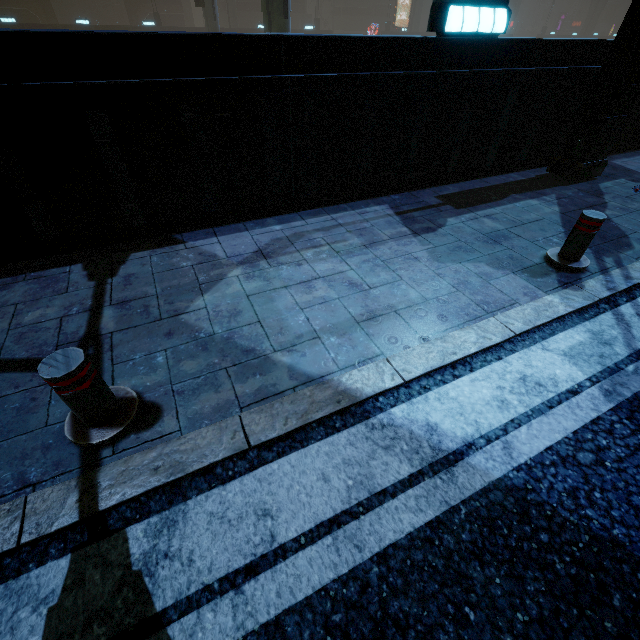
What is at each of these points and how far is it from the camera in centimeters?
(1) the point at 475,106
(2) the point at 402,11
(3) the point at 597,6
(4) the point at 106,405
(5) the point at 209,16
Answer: (1) building, 507cm
(2) building, 5094cm
(3) sm, 5619cm
(4) bollard, 209cm
(5) sm, 2314cm

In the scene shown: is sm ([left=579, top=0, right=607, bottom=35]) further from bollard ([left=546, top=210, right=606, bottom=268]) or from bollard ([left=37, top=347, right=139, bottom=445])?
bollard ([left=37, top=347, right=139, bottom=445])

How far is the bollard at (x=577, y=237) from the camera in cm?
349

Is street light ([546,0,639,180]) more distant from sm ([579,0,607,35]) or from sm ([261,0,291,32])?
sm ([579,0,607,35])

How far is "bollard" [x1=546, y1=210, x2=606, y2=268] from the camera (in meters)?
3.49

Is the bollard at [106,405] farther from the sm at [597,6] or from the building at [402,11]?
the sm at [597,6]

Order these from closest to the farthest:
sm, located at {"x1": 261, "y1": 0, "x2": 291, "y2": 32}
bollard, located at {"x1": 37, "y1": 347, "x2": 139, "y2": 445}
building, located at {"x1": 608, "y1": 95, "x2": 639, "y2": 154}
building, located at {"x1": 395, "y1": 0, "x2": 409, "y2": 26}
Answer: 1. bollard, located at {"x1": 37, "y1": 347, "x2": 139, "y2": 445}
2. building, located at {"x1": 608, "y1": 95, "x2": 639, "y2": 154}
3. sm, located at {"x1": 261, "y1": 0, "x2": 291, "y2": 32}
4. building, located at {"x1": 395, "y1": 0, "x2": 409, "y2": 26}

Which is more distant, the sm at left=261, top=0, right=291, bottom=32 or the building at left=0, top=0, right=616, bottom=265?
the sm at left=261, top=0, right=291, bottom=32
